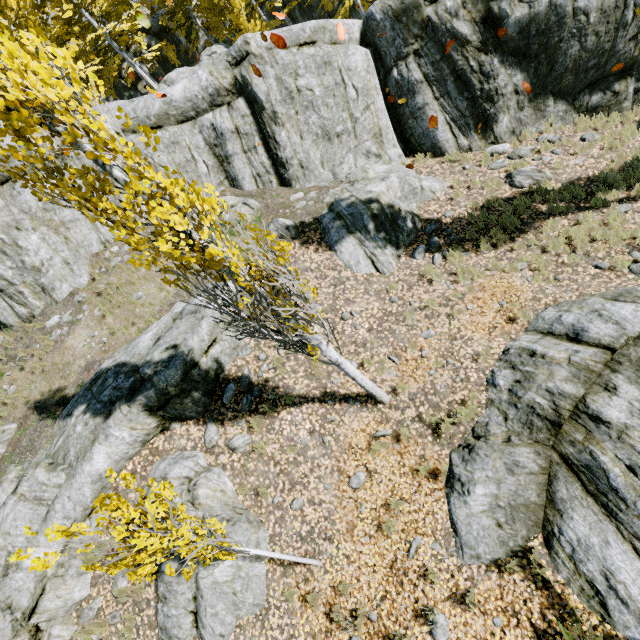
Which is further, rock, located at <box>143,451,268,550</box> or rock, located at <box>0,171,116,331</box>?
rock, located at <box>0,171,116,331</box>

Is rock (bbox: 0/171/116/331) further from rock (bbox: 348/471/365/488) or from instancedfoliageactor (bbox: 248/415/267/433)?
rock (bbox: 348/471/365/488)

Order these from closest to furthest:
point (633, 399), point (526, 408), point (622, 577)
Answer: point (622, 577) → point (633, 399) → point (526, 408)

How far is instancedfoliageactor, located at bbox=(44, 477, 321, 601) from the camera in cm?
369

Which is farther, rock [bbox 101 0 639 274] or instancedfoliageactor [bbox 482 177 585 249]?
rock [bbox 101 0 639 274]

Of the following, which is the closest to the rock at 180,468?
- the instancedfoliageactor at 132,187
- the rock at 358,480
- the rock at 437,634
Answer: the instancedfoliageactor at 132,187

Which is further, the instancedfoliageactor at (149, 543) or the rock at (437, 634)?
the rock at (437, 634)

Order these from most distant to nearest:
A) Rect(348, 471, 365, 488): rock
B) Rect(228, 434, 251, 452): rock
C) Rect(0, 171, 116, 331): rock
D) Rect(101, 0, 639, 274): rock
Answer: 1. Rect(0, 171, 116, 331): rock
2. Rect(101, 0, 639, 274): rock
3. Rect(228, 434, 251, 452): rock
4. Rect(348, 471, 365, 488): rock
